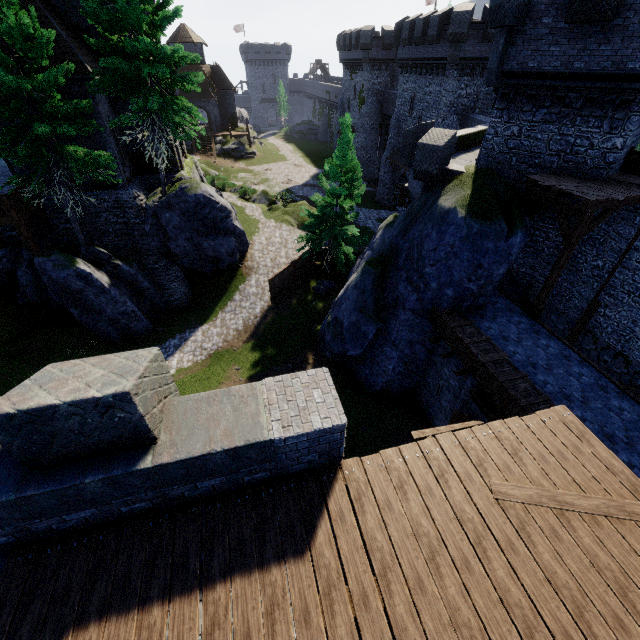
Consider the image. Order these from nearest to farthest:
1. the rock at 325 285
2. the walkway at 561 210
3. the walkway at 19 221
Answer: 1. the walkway at 561 210
2. the walkway at 19 221
3. the rock at 325 285

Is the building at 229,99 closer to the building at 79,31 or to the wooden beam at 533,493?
the building at 79,31

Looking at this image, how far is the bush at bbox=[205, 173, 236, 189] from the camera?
37.11m

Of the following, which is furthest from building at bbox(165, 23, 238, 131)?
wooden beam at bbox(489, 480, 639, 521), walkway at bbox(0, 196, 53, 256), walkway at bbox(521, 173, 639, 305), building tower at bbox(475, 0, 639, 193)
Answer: wooden beam at bbox(489, 480, 639, 521)

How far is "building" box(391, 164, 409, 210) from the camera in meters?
36.6

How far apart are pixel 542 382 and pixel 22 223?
25.8 meters

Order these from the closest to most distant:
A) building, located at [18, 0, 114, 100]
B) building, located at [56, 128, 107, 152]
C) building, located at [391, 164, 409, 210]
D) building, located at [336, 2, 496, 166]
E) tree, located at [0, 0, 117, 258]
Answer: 1. tree, located at [0, 0, 117, 258]
2. building, located at [18, 0, 114, 100]
3. building, located at [56, 128, 107, 152]
4. building, located at [336, 2, 496, 166]
5. building, located at [391, 164, 409, 210]

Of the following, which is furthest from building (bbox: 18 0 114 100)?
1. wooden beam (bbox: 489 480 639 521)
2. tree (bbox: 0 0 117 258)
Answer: wooden beam (bbox: 489 480 639 521)
